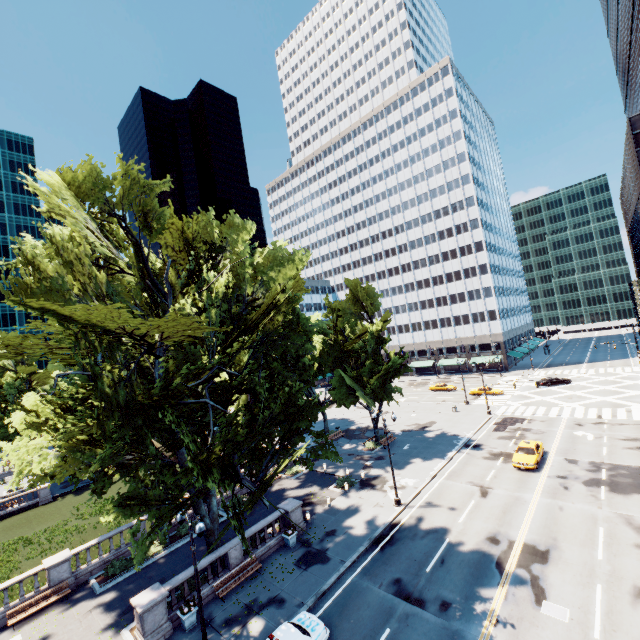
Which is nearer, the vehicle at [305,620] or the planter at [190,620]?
the vehicle at [305,620]

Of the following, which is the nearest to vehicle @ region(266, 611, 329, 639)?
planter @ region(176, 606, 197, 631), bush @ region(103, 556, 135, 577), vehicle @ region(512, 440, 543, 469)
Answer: planter @ region(176, 606, 197, 631)

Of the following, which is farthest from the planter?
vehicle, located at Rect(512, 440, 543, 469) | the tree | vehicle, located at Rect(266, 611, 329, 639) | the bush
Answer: vehicle, located at Rect(512, 440, 543, 469)

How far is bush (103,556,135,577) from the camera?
22.5m

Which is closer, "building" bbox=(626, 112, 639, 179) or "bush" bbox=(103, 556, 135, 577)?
"bush" bbox=(103, 556, 135, 577)

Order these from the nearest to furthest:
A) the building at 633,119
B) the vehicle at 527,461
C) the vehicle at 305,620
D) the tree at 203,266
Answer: the tree at 203,266 < the vehicle at 305,620 < the vehicle at 527,461 < the building at 633,119

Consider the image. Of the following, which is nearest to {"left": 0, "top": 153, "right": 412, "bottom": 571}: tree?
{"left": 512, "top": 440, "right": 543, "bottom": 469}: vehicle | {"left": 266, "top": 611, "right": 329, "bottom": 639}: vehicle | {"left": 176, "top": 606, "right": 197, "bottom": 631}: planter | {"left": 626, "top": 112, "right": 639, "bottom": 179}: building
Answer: {"left": 176, "top": 606, "right": 197, "bottom": 631}: planter

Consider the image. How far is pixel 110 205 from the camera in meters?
Answer: 18.4
